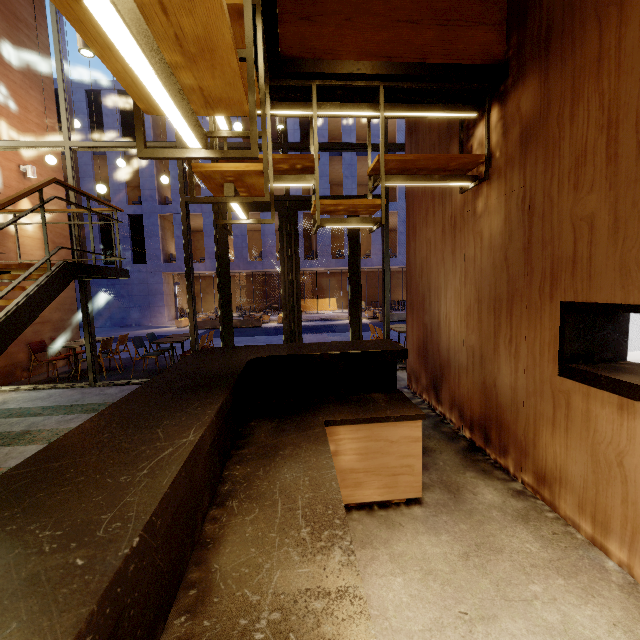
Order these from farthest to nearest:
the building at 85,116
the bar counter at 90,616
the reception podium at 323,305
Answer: the reception podium at 323,305, the building at 85,116, the bar counter at 90,616

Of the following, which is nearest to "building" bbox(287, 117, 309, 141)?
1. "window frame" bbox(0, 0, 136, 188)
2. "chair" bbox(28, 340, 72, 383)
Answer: "chair" bbox(28, 340, 72, 383)

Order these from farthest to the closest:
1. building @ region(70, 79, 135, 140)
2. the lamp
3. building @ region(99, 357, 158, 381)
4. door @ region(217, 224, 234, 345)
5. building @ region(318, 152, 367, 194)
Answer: building @ region(318, 152, 367, 194)
building @ region(70, 79, 135, 140)
building @ region(99, 357, 158, 381)
door @ region(217, 224, 234, 345)
the lamp

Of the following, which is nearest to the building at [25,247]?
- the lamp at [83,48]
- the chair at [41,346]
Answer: the chair at [41,346]

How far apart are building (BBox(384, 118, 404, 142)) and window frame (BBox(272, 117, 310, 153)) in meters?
16.8

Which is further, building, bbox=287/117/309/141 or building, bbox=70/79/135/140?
building, bbox=287/117/309/141

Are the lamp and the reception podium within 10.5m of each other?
no

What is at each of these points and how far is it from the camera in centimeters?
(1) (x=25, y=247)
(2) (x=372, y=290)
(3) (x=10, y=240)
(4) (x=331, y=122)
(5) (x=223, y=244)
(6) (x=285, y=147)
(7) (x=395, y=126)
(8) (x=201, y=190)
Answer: (1) building, 732cm
(2) building, 3098cm
(3) building, 693cm
(4) building, 2623cm
(5) door, 633cm
(6) window frame, 623cm
(7) building, 2723cm
(8) building, 2222cm
